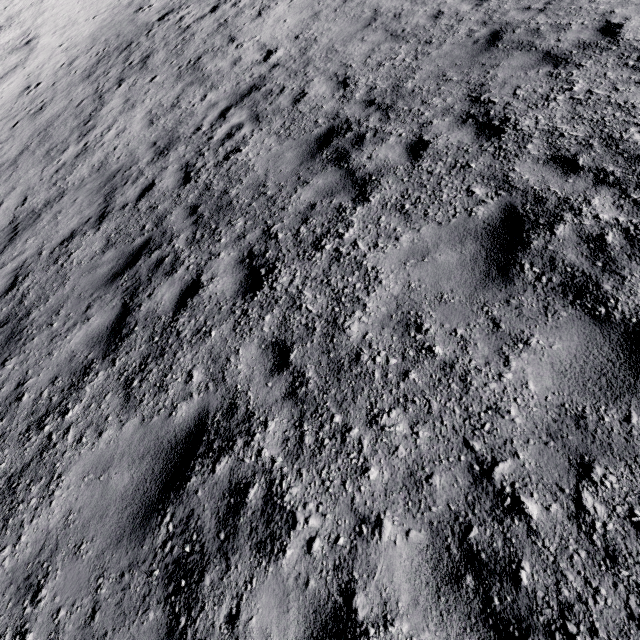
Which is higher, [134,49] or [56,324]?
[134,49]
